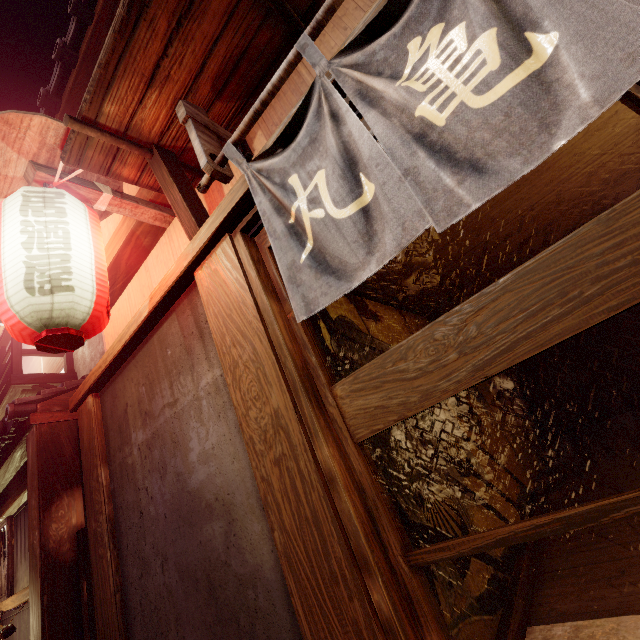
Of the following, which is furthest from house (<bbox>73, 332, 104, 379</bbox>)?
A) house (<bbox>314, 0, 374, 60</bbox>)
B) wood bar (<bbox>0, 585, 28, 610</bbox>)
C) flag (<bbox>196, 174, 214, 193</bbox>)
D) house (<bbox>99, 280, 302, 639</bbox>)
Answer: flag (<bbox>196, 174, 214, 193</bbox>)

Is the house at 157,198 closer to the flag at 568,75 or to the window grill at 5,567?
the flag at 568,75

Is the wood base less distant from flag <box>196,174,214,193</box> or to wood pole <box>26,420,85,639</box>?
flag <box>196,174,214,193</box>

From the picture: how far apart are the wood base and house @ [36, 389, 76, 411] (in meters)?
7.54

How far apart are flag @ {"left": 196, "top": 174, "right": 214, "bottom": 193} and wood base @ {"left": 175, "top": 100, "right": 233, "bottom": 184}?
0.0m

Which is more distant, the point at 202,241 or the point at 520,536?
the point at 202,241

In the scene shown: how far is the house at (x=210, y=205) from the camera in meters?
4.6 m

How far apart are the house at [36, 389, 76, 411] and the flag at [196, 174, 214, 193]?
7.35m
